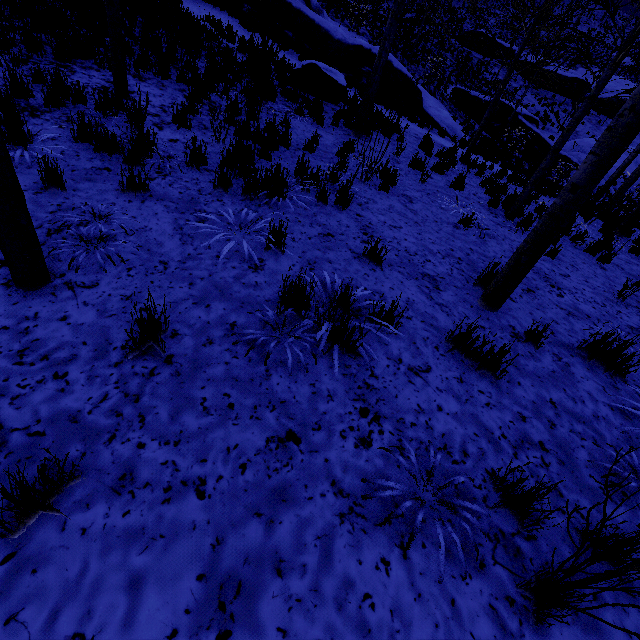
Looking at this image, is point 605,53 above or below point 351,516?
above

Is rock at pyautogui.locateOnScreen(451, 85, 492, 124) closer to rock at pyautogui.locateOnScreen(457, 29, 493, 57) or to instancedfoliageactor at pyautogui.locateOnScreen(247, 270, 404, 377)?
rock at pyautogui.locateOnScreen(457, 29, 493, 57)

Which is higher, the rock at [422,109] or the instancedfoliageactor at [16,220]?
the rock at [422,109]

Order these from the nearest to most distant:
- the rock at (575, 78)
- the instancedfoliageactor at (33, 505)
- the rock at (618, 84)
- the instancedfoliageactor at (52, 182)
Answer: the instancedfoliageactor at (33, 505) → the instancedfoliageactor at (52, 182) → the rock at (575, 78) → the rock at (618, 84)

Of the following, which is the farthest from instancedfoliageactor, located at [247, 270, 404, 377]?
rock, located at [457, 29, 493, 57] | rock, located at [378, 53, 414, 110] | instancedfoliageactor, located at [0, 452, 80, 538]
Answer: rock, located at [457, 29, 493, 57]

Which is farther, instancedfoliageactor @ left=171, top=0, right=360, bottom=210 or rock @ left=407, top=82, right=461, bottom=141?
rock @ left=407, top=82, right=461, bottom=141

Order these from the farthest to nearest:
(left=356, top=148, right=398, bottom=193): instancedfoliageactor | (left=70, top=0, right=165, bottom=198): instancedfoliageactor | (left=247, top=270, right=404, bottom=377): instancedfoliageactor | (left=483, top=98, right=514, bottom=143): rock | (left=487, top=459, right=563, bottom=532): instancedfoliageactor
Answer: (left=483, top=98, right=514, bottom=143): rock
(left=356, top=148, right=398, bottom=193): instancedfoliageactor
(left=70, top=0, right=165, bottom=198): instancedfoliageactor
(left=247, top=270, right=404, bottom=377): instancedfoliageactor
(left=487, top=459, right=563, bottom=532): instancedfoliageactor

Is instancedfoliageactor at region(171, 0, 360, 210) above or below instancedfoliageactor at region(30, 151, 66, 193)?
above
